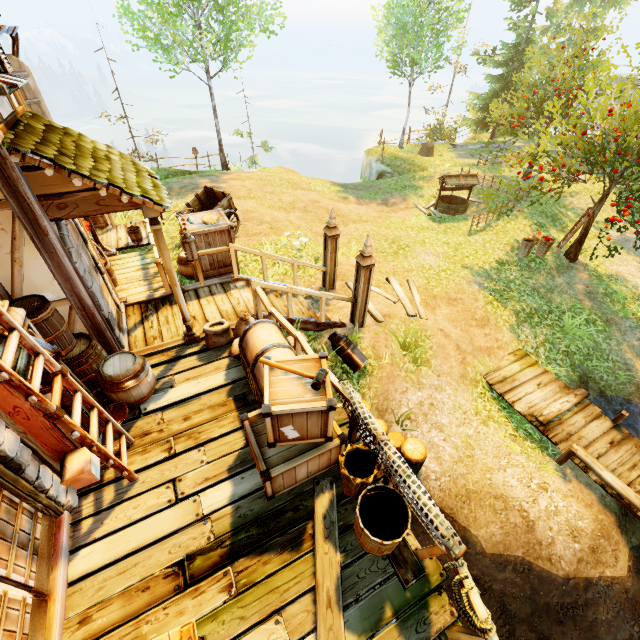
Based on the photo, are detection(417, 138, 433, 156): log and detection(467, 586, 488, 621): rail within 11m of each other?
no

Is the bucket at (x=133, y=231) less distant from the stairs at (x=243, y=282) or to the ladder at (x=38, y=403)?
the stairs at (x=243, y=282)

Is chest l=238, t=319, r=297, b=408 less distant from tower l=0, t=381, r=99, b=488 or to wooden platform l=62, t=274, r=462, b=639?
wooden platform l=62, t=274, r=462, b=639

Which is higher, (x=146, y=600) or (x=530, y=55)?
(x=530, y=55)

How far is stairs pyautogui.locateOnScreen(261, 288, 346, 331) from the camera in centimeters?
752cm

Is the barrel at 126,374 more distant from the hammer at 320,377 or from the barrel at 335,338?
the barrel at 335,338

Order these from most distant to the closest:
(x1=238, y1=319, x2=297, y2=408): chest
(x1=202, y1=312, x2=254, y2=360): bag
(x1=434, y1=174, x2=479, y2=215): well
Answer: (x1=434, y1=174, x2=479, y2=215): well
(x1=202, y1=312, x2=254, y2=360): bag
(x1=238, y1=319, x2=297, y2=408): chest

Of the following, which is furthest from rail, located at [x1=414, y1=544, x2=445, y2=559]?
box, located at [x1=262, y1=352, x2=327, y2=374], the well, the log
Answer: the log
